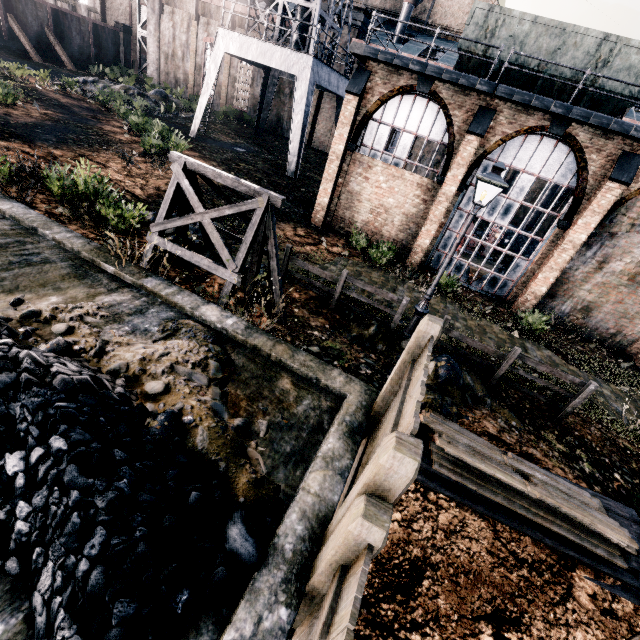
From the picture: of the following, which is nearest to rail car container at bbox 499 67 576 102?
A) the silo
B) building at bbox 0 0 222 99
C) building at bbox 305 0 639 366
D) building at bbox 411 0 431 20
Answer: building at bbox 305 0 639 366

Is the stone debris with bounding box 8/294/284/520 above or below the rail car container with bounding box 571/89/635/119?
below

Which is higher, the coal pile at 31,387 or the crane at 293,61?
the crane at 293,61

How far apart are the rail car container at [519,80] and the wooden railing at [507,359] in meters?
12.3

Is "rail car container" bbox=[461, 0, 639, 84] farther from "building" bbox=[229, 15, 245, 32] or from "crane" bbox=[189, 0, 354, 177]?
"crane" bbox=[189, 0, 354, 177]

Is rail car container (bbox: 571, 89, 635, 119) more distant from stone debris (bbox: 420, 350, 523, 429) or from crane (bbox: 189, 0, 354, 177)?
stone debris (bbox: 420, 350, 523, 429)

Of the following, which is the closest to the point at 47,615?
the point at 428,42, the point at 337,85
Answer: the point at 337,85

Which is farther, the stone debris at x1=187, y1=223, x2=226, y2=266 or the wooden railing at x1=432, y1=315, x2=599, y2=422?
the stone debris at x1=187, y1=223, x2=226, y2=266
